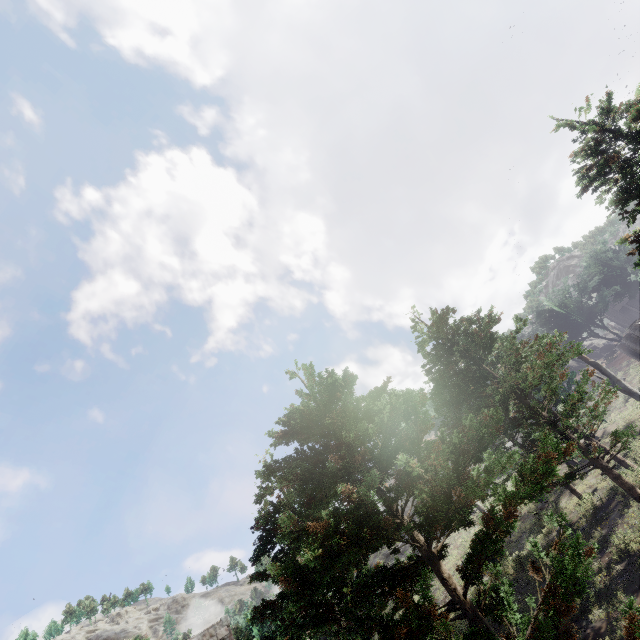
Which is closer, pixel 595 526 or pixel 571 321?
pixel 595 526
